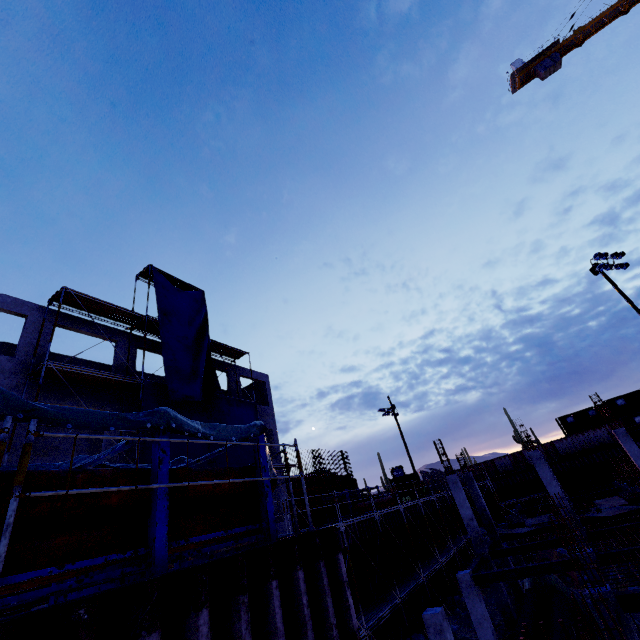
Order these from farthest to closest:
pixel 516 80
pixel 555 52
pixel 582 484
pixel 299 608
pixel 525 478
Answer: pixel 516 80
pixel 555 52
pixel 525 478
pixel 582 484
pixel 299 608

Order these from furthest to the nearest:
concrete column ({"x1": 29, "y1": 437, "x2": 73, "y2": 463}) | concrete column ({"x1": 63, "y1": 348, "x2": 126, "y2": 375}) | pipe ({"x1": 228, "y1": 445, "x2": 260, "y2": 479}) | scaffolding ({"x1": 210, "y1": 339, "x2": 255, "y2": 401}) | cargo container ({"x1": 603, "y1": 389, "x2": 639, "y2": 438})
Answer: cargo container ({"x1": 603, "y1": 389, "x2": 639, "y2": 438})
scaffolding ({"x1": 210, "y1": 339, "x2": 255, "y2": 401})
concrete column ({"x1": 63, "y1": 348, "x2": 126, "y2": 375})
concrete column ({"x1": 29, "y1": 437, "x2": 73, "y2": 463})
pipe ({"x1": 228, "y1": 445, "x2": 260, "y2": 479})

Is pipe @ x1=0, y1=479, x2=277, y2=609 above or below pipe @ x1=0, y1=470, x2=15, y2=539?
below

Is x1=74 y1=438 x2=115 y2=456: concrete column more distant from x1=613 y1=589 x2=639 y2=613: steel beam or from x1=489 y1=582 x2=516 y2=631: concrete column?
x1=613 y1=589 x2=639 y2=613: steel beam

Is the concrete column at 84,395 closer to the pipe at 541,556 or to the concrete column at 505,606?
the concrete column at 505,606

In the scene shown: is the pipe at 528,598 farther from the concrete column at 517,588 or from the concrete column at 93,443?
the concrete column at 93,443

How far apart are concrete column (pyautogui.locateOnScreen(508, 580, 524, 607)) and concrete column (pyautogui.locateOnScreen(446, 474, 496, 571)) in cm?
434

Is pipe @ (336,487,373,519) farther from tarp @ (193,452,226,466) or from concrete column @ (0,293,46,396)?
tarp @ (193,452,226,466)
